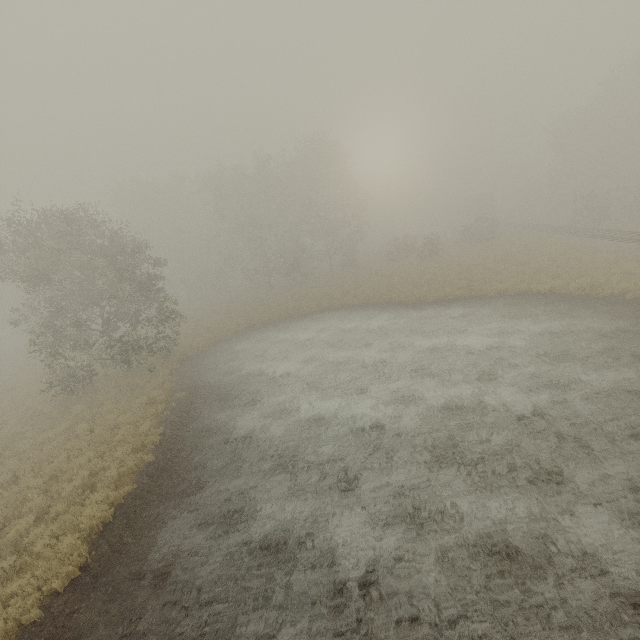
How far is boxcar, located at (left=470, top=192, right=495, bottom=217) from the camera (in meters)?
57.03

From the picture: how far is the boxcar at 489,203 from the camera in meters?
57.0

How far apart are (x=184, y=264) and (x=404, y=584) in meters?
49.3 m
